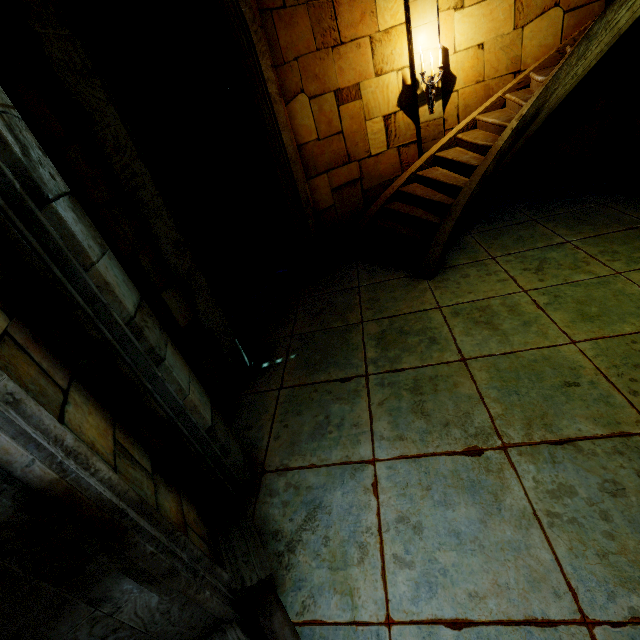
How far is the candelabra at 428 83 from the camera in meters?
5.8

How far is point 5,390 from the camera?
1.16m

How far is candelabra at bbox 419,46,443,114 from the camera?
5.81m
